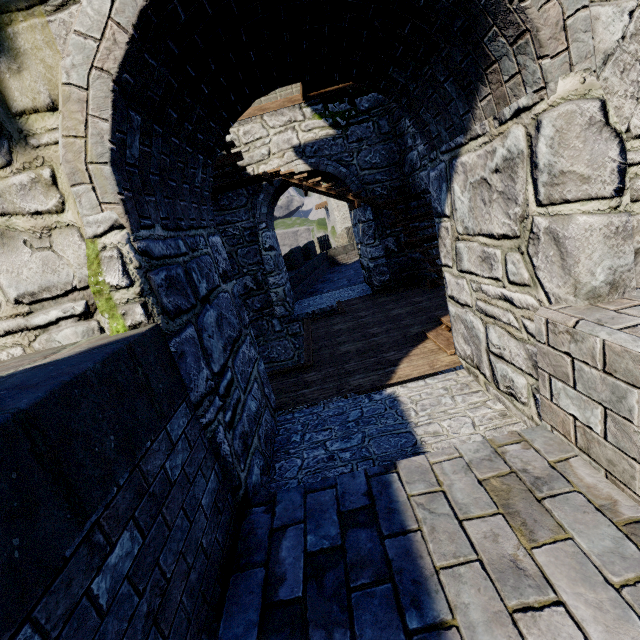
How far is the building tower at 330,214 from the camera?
43.1m

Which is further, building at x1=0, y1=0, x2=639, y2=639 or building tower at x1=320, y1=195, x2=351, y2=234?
building tower at x1=320, y1=195, x2=351, y2=234

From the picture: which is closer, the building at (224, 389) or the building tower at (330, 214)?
the building at (224, 389)

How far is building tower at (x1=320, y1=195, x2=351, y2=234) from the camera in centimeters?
4311cm

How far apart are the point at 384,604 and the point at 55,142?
3.3m
